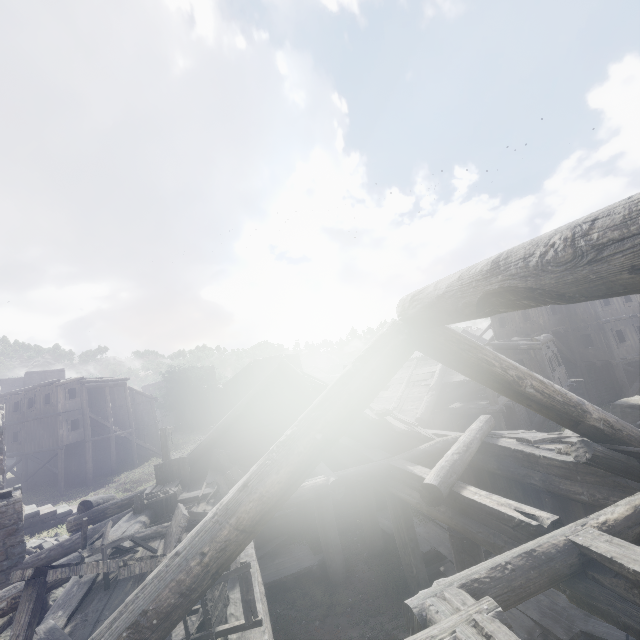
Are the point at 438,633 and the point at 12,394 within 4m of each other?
no

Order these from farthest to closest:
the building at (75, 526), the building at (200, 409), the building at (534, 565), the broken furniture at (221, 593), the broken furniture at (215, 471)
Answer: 1. the building at (200, 409)
2. the broken furniture at (215, 471)
3. the building at (75, 526)
4. the broken furniture at (221, 593)
5. the building at (534, 565)

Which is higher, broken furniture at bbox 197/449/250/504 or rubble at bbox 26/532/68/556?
broken furniture at bbox 197/449/250/504

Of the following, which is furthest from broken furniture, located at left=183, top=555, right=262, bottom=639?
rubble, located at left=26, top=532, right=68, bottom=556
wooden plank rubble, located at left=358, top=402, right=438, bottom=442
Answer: rubble, located at left=26, top=532, right=68, bottom=556

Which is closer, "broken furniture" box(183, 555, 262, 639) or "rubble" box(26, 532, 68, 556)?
"broken furniture" box(183, 555, 262, 639)

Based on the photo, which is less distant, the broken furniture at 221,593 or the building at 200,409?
the broken furniture at 221,593

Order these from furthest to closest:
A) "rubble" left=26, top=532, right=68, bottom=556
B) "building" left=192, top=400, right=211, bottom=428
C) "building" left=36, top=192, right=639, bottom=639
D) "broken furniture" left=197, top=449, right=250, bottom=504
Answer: "building" left=192, top=400, right=211, bottom=428, "rubble" left=26, top=532, right=68, bottom=556, "broken furniture" left=197, top=449, right=250, bottom=504, "building" left=36, top=192, right=639, bottom=639

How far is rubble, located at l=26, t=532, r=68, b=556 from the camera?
13.7m
